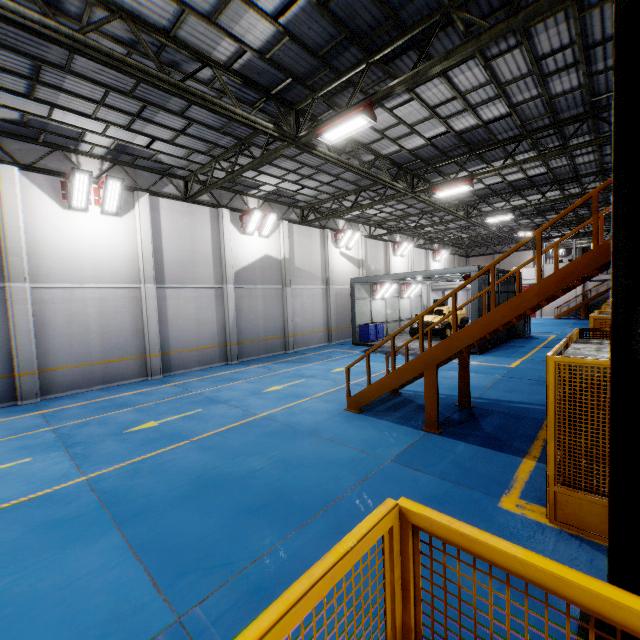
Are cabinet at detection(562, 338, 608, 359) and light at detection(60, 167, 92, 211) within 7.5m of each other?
no

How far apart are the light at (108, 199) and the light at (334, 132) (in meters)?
7.94

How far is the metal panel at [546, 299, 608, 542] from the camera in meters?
3.9

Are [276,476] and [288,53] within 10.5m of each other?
yes

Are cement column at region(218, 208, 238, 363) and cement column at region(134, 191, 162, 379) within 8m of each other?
yes

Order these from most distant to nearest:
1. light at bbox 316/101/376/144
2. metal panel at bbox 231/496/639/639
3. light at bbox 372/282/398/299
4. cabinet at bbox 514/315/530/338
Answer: light at bbox 372/282/398/299, cabinet at bbox 514/315/530/338, light at bbox 316/101/376/144, metal panel at bbox 231/496/639/639

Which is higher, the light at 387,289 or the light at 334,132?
the light at 334,132

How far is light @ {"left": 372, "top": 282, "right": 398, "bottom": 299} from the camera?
22.3 meters
